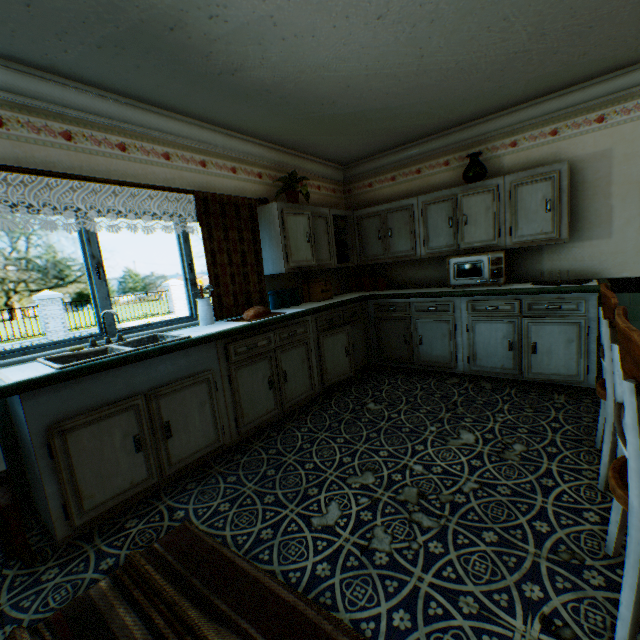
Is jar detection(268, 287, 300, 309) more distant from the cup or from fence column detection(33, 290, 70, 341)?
fence column detection(33, 290, 70, 341)

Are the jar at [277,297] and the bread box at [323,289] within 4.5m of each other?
yes

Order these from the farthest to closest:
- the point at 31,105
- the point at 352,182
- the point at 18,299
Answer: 1. the point at 18,299
2. the point at 352,182
3. the point at 31,105

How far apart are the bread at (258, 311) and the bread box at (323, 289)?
1.10m

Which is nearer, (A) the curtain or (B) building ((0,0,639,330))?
(B) building ((0,0,639,330))

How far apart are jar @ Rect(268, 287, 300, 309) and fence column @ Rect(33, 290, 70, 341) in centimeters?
1422cm

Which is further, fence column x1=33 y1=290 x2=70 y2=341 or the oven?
fence column x1=33 y1=290 x2=70 y2=341

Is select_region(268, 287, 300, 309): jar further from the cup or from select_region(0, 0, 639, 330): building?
the cup
